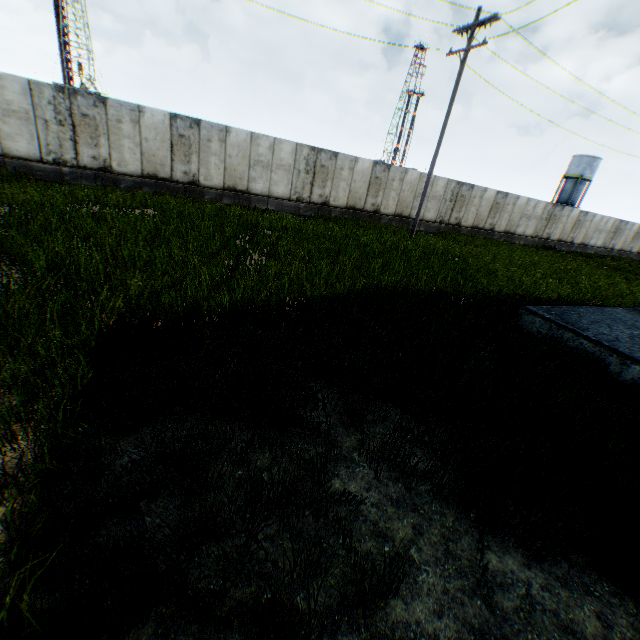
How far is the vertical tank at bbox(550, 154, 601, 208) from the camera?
51.8 meters

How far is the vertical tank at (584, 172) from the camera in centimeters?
5181cm

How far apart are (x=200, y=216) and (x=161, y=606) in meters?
11.1 m
